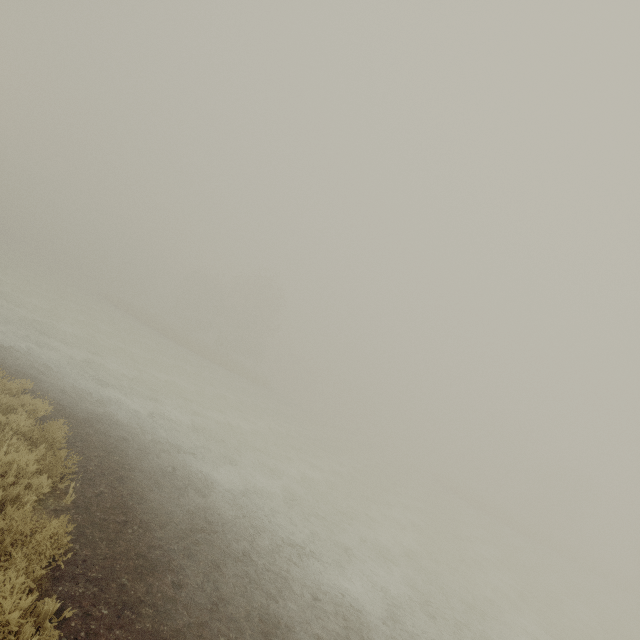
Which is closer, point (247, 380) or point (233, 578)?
point (233, 578)
